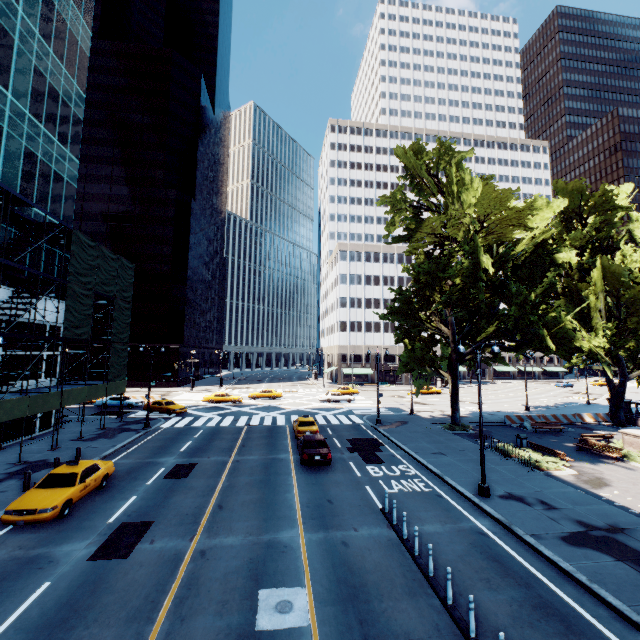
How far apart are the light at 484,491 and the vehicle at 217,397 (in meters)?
34.04

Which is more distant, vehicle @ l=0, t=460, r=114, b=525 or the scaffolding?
the scaffolding

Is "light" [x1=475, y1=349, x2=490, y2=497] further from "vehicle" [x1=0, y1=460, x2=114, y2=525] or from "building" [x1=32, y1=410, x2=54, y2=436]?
"building" [x1=32, y1=410, x2=54, y2=436]

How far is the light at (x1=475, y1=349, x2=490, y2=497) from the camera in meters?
15.2

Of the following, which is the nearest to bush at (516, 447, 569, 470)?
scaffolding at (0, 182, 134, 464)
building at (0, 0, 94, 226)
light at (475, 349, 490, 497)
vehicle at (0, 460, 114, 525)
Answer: light at (475, 349, 490, 497)

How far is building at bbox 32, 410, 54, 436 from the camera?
25.52m

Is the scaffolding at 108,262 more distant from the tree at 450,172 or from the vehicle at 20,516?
the tree at 450,172

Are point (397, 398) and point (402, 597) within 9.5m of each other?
no
